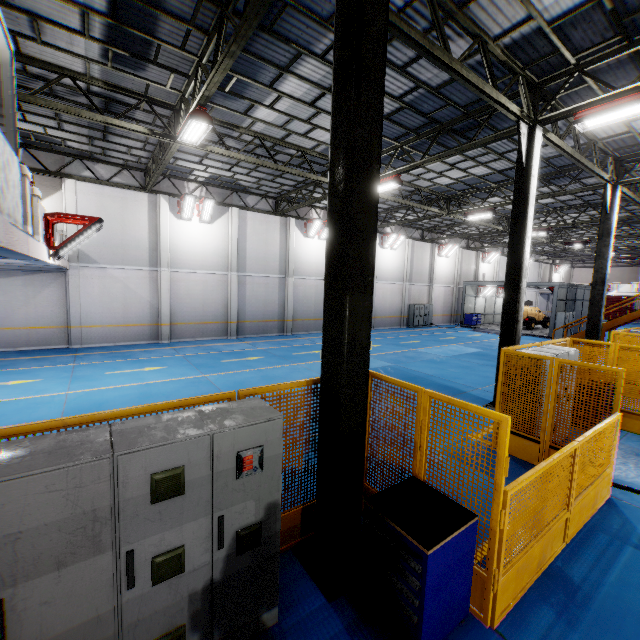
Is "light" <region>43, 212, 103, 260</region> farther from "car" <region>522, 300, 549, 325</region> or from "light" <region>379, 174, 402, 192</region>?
"car" <region>522, 300, 549, 325</region>

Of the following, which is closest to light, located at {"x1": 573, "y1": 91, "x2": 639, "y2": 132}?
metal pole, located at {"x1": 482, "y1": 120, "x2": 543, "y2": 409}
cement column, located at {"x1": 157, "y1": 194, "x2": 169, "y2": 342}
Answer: metal pole, located at {"x1": 482, "y1": 120, "x2": 543, "y2": 409}

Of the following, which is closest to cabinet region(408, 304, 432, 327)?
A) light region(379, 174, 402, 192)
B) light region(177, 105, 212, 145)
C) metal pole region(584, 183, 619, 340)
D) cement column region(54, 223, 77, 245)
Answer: metal pole region(584, 183, 619, 340)

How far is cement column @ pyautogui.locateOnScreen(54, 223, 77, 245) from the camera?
10.1 meters

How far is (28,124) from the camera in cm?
1223

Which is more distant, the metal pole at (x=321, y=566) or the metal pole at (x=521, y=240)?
the metal pole at (x=521, y=240)

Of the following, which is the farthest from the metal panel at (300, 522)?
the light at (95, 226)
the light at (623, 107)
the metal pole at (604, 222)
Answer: the light at (95, 226)

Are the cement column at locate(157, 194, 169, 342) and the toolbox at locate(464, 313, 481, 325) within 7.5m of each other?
no
